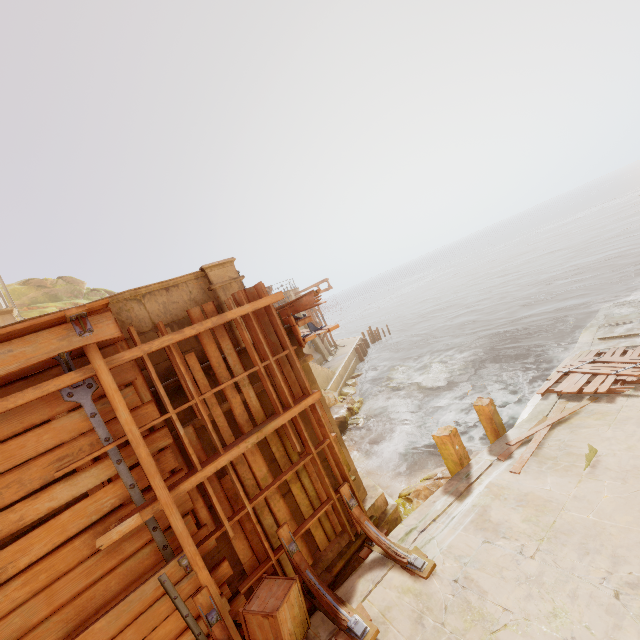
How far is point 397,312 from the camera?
55.94m

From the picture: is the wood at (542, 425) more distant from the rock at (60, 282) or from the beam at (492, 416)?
the rock at (60, 282)

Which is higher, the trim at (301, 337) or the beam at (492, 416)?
the trim at (301, 337)

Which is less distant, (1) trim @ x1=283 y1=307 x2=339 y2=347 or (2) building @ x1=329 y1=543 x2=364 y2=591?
(2) building @ x1=329 y1=543 x2=364 y2=591

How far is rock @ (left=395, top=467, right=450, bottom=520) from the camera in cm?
675

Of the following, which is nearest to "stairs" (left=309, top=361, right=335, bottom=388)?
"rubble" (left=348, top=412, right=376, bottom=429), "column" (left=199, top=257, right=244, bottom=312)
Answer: "rubble" (left=348, top=412, right=376, bottom=429)

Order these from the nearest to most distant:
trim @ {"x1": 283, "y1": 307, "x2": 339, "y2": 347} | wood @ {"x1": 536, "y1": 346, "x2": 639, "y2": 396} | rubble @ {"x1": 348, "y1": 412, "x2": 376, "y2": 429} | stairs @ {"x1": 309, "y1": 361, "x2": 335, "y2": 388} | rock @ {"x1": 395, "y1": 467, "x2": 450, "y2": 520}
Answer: trim @ {"x1": 283, "y1": 307, "x2": 339, "y2": 347} → rock @ {"x1": 395, "y1": 467, "x2": 450, "y2": 520} → wood @ {"x1": 536, "y1": 346, "x2": 639, "y2": 396} → rubble @ {"x1": 348, "y1": 412, "x2": 376, "y2": 429} → stairs @ {"x1": 309, "y1": 361, "x2": 335, "y2": 388}

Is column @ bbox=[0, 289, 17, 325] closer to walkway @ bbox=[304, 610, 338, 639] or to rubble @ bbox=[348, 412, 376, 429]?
rubble @ bbox=[348, 412, 376, 429]
